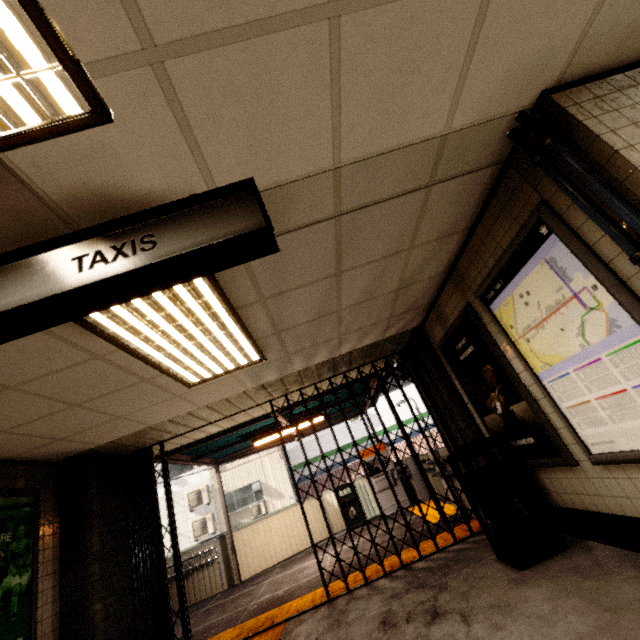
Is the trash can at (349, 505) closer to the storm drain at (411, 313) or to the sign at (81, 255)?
the storm drain at (411, 313)

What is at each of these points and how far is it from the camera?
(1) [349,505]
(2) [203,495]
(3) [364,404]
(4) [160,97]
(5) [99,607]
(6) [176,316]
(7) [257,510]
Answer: (1) trash can, 9.6 meters
(2) air conditioner, 16.7 meters
(3) exterior awning, 10.1 meters
(4) storm drain, 1.4 meters
(5) concrete pillar, 4.0 meters
(6) fluorescent light, 2.6 meters
(7) air conditioner, 16.4 meters

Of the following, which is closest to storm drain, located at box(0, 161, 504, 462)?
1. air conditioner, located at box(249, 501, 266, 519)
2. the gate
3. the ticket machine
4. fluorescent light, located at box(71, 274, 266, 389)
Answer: fluorescent light, located at box(71, 274, 266, 389)

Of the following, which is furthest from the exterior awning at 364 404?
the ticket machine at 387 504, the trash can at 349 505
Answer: the trash can at 349 505

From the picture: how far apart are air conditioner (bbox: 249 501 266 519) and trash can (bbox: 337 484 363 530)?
8.2m

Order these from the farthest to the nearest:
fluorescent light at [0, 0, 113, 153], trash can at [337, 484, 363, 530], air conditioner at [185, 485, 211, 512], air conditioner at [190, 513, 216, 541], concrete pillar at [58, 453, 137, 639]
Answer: air conditioner at [185, 485, 211, 512] < air conditioner at [190, 513, 216, 541] < trash can at [337, 484, 363, 530] < concrete pillar at [58, 453, 137, 639] < fluorescent light at [0, 0, 113, 153]

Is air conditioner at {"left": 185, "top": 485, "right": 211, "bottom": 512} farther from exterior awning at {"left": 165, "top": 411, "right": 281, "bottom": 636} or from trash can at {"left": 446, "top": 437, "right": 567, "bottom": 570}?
trash can at {"left": 446, "top": 437, "right": 567, "bottom": 570}

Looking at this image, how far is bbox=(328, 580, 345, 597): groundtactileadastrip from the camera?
4.68m
